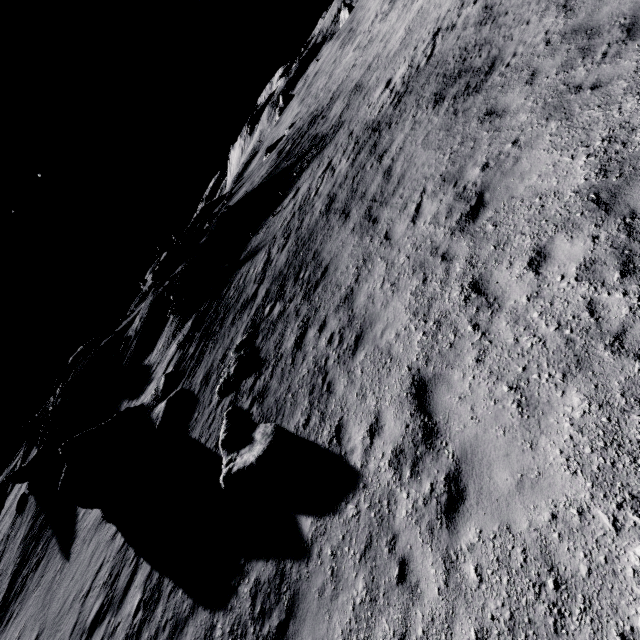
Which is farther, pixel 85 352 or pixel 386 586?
pixel 85 352

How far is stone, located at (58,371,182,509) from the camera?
15.12m

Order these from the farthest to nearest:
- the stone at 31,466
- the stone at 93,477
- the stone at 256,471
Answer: the stone at 31,466
the stone at 93,477
the stone at 256,471

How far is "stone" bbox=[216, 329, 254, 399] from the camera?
12.3 meters

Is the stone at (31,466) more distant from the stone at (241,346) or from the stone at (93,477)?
the stone at (241,346)

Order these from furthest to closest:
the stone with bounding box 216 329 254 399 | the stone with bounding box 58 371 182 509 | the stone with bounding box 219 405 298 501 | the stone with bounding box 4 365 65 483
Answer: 1. the stone with bounding box 4 365 65 483
2. the stone with bounding box 58 371 182 509
3. the stone with bounding box 216 329 254 399
4. the stone with bounding box 219 405 298 501

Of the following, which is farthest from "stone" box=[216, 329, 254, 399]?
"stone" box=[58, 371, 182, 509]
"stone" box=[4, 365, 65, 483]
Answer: "stone" box=[4, 365, 65, 483]

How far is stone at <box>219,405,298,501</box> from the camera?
7.6 meters
